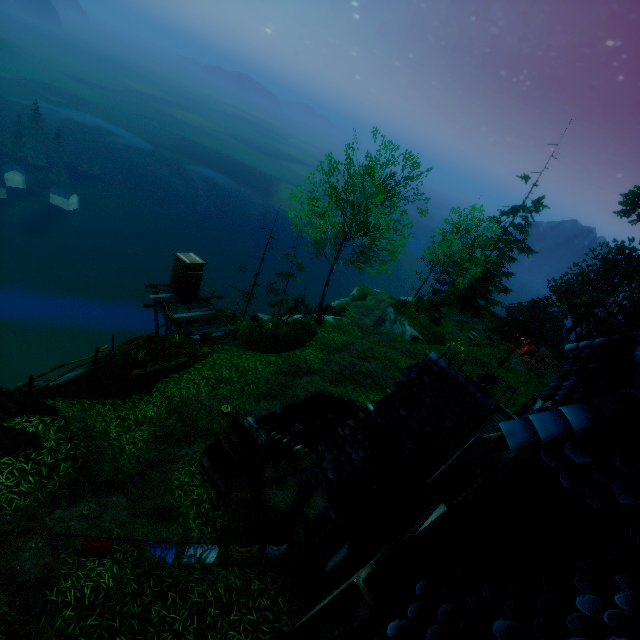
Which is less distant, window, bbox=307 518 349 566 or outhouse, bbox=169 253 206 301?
window, bbox=307 518 349 566

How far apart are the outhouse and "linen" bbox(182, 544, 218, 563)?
13.8m

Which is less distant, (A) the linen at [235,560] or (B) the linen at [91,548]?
(B) the linen at [91,548]

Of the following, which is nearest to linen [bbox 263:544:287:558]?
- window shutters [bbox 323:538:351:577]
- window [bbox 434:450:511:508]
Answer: window shutters [bbox 323:538:351:577]

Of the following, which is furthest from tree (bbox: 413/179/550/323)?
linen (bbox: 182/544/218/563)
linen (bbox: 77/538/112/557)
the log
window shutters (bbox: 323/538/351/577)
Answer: linen (bbox: 77/538/112/557)

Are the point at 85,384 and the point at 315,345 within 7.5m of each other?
no

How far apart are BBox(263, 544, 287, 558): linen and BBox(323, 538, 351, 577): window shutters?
0.9m

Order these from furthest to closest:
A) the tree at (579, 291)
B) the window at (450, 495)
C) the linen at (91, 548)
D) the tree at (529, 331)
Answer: the tree at (579, 291) < the tree at (529, 331) < the linen at (91, 548) < the window at (450, 495)
